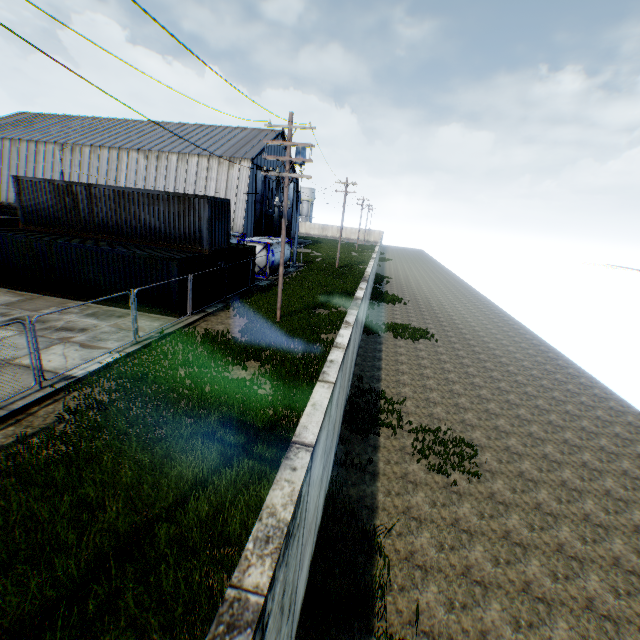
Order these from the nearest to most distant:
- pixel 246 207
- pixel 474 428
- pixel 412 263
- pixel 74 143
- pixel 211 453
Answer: pixel 211 453 < pixel 474 428 < pixel 246 207 < pixel 74 143 < pixel 412 263

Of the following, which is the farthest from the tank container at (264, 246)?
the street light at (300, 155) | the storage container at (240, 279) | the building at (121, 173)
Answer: the street light at (300, 155)

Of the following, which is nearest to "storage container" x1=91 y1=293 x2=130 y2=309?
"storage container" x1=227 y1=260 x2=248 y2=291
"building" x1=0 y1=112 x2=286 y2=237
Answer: "storage container" x1=227 y1=260 x2=248 y2=291

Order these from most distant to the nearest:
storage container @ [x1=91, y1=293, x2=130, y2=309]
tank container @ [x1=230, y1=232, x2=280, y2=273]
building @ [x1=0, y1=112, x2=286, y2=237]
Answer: building @ [x1=0, y1=112, x2=286, y2=237] → tank container @ [x1=230, y1=232, x2=280, y2=273] → storage container @ [x1=91, y1=293, x2=130, y2=309]

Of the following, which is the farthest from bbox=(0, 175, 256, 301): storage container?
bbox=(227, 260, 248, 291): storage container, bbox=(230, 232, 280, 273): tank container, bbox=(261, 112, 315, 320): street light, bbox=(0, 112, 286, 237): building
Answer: bbox=(0, 112, 286, 237): building

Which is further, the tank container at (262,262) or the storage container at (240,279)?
the tank container at (262,262)

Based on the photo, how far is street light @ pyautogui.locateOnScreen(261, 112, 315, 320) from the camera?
14.24m

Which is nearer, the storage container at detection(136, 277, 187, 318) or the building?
the storage container at detection(136, 277, 187, 318)
